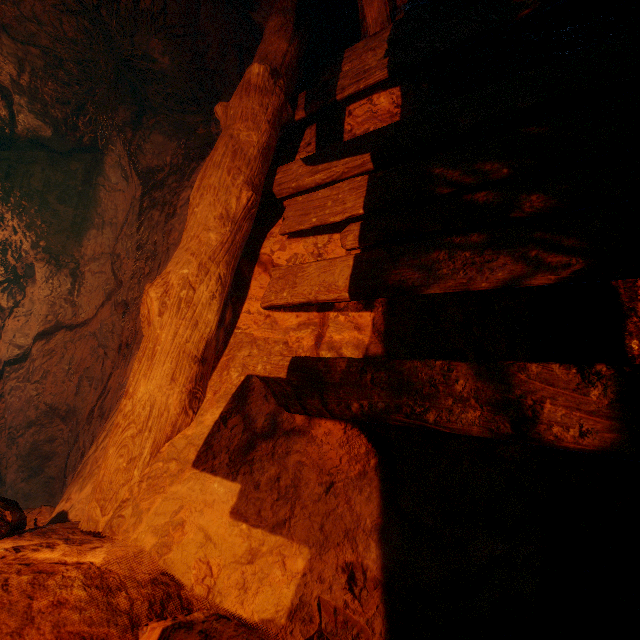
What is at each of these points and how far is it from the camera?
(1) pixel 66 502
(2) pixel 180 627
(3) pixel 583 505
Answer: (1) z, 1.71m
(2) instancedfoliageactor, 0.80m
(3) cave, 1.11m

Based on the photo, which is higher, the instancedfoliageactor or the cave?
the cave

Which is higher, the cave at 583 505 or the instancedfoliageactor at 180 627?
the cave at 583 505
